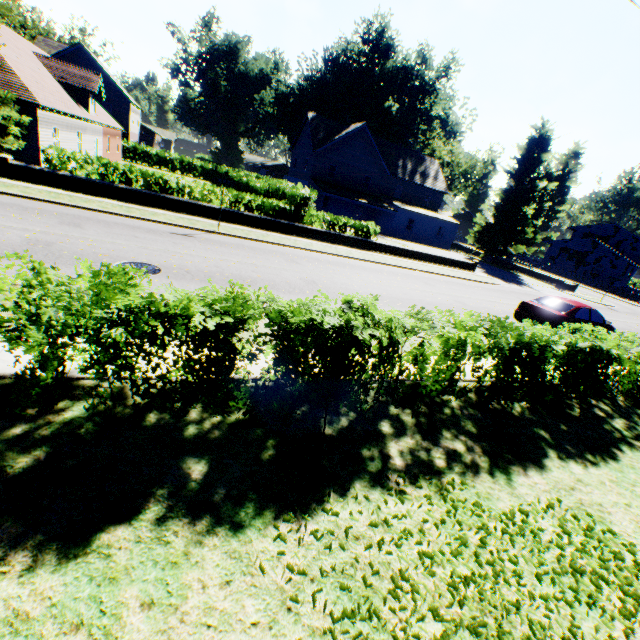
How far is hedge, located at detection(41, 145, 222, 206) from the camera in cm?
1572

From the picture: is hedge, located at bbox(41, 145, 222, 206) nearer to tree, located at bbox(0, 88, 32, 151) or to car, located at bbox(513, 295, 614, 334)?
tree, located at bbox(0, 88, 32, 151)

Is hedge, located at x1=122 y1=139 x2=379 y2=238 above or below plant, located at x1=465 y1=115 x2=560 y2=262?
below

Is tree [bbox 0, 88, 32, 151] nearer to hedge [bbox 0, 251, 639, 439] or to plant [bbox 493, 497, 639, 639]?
hedge [bbox 0, 251, 639, 439]

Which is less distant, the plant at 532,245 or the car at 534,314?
the car at 534,314

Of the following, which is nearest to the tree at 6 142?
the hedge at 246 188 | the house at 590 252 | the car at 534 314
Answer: the hedge at 246 188

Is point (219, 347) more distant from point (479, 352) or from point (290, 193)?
point (290, 193)
